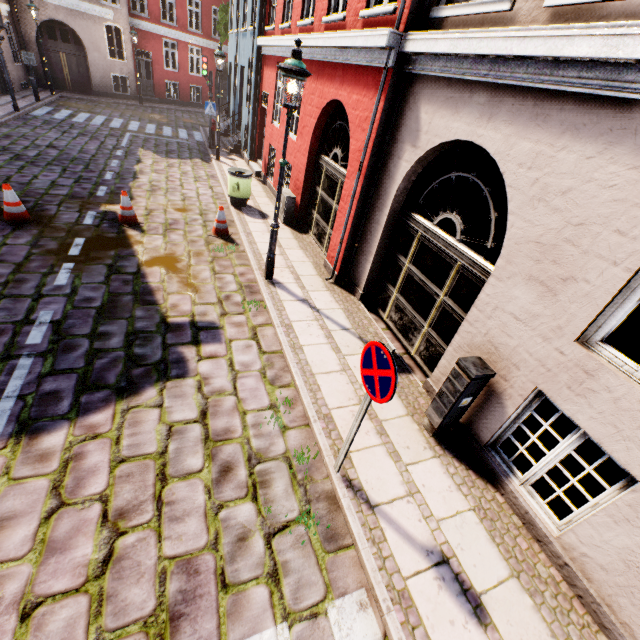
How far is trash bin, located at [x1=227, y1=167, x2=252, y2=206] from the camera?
9.5m

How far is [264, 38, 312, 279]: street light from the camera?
4.71m

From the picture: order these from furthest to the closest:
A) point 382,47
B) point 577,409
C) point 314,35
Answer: point 314,35
point 382,47
point 577,409

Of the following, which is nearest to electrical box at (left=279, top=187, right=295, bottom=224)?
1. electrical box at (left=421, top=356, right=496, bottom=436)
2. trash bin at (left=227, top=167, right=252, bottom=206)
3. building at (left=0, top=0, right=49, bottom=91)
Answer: building at (left=0, top=0, right=49, bottom=91)

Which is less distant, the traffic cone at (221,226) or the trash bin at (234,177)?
the traffic cone at (221,226)

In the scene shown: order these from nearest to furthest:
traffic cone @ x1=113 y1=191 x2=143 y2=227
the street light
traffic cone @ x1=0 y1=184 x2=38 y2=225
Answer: the street light
traffic cone @ x1=0 y1=184 x2=38 y2=225
traffic cone @ x1=113 y1=191 x2=143 y2=227

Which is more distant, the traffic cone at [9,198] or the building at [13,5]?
the building at [13,5]

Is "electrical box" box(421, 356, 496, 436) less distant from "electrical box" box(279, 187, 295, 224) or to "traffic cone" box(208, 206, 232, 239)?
"traffic cone" box(208, 206, 232, 239)
